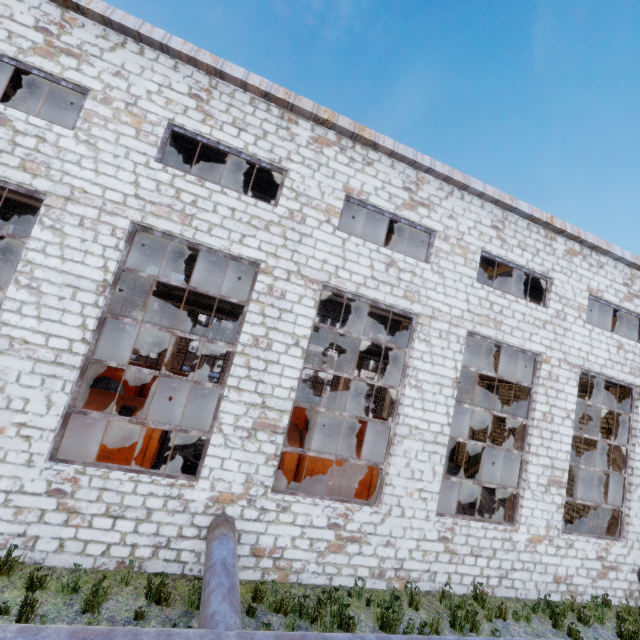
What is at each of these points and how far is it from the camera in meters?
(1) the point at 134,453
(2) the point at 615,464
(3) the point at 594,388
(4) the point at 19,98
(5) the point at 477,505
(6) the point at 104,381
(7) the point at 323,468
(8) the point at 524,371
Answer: (1) cable machine, 9.1
(2) column beam, 11.7
(3) wires, 17.2
(4) column beam, 9.7
(5) wire spool, 12.3
(6) wire spool, 16.0
(7) cable machine, 10.6
(8) column beam, 11.1

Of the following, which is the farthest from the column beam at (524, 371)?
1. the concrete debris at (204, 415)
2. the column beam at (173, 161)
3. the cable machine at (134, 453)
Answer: the concrete debris at (204, 415)

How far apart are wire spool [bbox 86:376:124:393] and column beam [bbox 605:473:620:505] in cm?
2142

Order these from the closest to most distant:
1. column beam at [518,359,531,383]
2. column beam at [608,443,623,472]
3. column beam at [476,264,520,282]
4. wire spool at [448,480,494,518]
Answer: column beam at [518,359,531,383]
column beam at [608,443,623,472]
wire spool at [448,480,494,518]
column beam at [476,264,520,282]

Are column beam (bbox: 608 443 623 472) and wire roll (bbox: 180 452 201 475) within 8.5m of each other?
no

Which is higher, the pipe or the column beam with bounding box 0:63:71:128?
the column beam with bounding box 0:63:71:128

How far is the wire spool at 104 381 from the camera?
16.0m

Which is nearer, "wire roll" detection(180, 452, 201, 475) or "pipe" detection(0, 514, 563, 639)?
"pipe" detection(0, 514, 563, 639)
